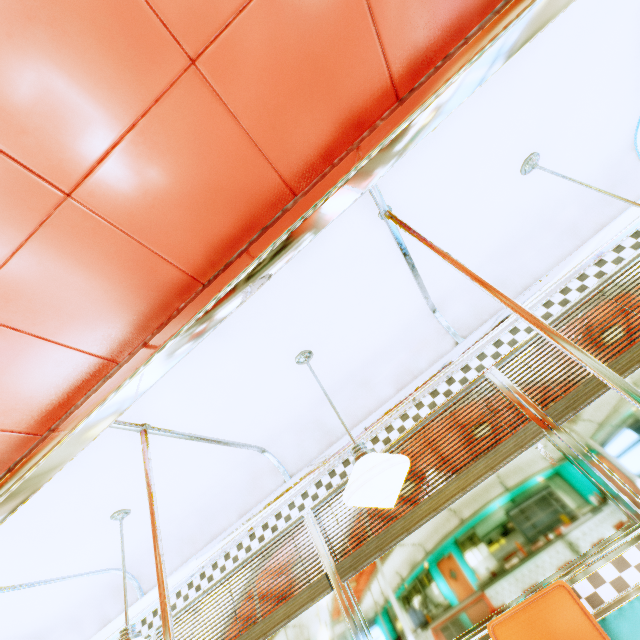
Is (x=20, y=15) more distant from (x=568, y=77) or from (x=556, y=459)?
(x=556, y=459)

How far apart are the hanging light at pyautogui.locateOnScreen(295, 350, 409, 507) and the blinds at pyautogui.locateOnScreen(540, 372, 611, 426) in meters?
1.2

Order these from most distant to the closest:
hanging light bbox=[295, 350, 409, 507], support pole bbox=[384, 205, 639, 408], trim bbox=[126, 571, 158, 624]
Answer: trim bbox=[126, 571, 158, 624]
hanging light bbox=[295, 350, 409, 507]
support pole bbox=[384, 205, 639, 408]

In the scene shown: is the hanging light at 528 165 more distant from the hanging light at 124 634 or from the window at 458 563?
the hanging light at 124 634

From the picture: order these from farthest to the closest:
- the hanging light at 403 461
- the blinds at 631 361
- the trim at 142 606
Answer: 1. the trim at 142 606
2. the blinds at 631 361
3. the hanging light at 403 461

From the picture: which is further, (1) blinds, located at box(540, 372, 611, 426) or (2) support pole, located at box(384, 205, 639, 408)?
(1) blinds, located at box(540, 372, 611, 426)

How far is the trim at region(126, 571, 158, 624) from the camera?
3.1 meters

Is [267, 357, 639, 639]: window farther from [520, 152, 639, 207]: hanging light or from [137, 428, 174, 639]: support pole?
[137, 428, 174, 639]: support pole
